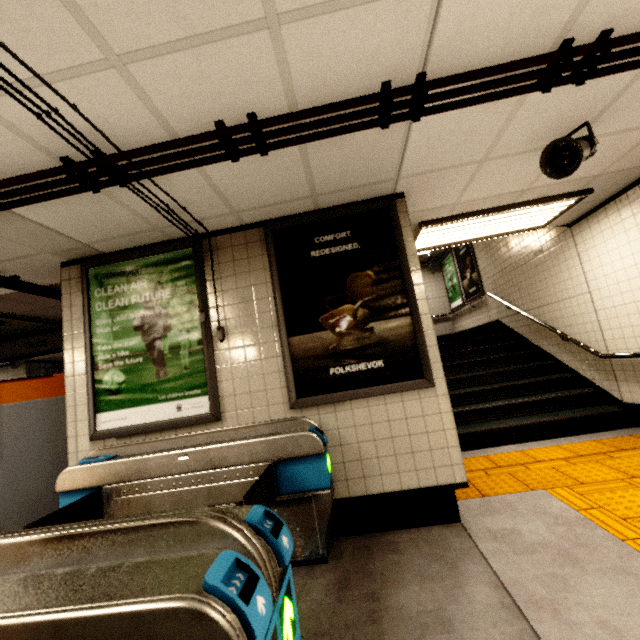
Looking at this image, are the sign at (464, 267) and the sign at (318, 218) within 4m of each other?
no

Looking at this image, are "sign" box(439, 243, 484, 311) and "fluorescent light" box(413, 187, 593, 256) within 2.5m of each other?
no

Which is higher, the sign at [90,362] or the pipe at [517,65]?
the pipe at [517,65]

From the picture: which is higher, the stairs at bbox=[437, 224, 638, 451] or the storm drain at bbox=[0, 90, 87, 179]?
the storm drain at bbox=[0, 90, 87, 179]

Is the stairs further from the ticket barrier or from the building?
the ticket barrier

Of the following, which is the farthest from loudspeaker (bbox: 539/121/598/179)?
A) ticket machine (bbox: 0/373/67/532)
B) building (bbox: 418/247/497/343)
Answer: building (bbox: 418/247/497/343)

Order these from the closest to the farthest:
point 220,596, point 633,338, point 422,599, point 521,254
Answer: point 220,596 → point 422,599 → point 633,338 → point 521,254

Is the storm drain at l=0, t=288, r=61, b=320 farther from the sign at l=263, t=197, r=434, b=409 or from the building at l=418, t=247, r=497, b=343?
the building at l=418, t=247, r=497, b=343
